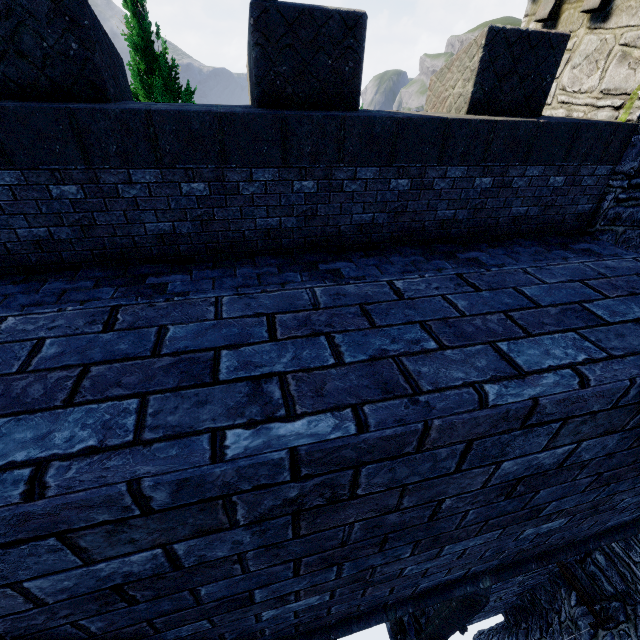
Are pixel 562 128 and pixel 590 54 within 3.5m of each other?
yes

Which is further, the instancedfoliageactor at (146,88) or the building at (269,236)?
the instancedfoliageactor at (146,88)

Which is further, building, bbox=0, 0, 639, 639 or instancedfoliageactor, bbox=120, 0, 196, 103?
instancedfoliageactor, bbox=120, 0, 196, 103
